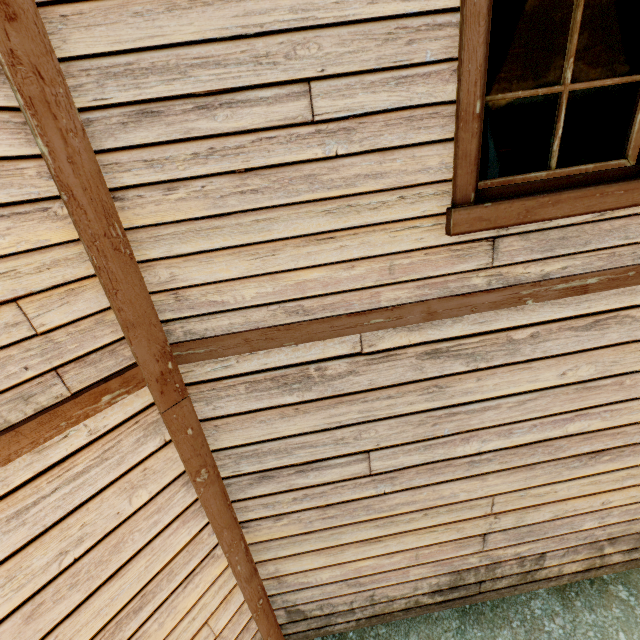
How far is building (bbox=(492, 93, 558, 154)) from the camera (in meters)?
3.96

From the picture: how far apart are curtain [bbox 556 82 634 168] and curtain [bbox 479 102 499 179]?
0.1 meters

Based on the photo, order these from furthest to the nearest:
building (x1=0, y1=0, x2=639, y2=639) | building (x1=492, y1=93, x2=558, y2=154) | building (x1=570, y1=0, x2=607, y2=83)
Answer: building (x1=492, y1=93, x2=558, y2=154) → building (x1=570, y1=0, x2=607, y2=83) → building (x1=0, y1=0, x2=639, y2=639)

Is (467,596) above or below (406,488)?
below

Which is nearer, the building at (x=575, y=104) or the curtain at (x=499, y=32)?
the curtain at (x=499, y=32)

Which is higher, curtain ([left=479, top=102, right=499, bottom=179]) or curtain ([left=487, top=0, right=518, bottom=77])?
curtain ([left=487, top=0, right=518, bottom=77])

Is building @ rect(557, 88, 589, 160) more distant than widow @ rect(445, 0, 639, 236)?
Yes

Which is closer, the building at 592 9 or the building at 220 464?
the building at 220 464
